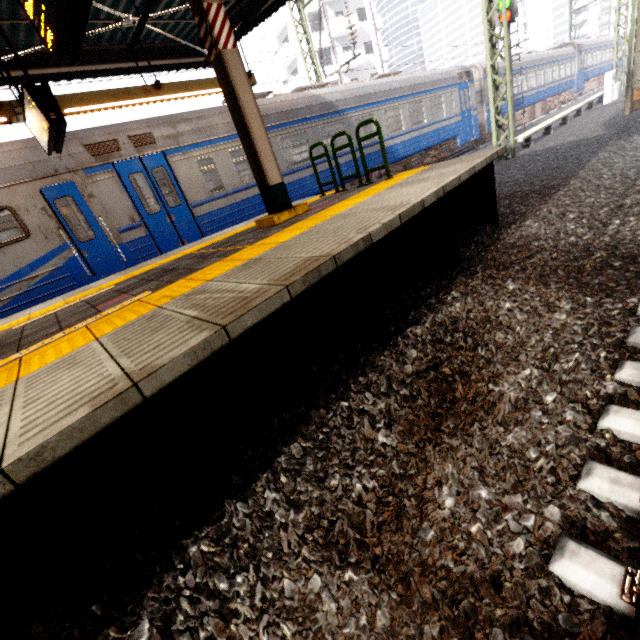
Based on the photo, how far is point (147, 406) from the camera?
1.7m

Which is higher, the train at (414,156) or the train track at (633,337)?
the train at (414,156)

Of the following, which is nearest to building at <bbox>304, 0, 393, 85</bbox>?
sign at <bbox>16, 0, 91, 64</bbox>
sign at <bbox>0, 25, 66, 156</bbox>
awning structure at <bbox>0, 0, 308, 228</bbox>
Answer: awning structure at <bbox>0, 0, 308, 228</bbox>

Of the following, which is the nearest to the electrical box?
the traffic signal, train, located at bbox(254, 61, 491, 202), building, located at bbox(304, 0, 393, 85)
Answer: the traffic signal

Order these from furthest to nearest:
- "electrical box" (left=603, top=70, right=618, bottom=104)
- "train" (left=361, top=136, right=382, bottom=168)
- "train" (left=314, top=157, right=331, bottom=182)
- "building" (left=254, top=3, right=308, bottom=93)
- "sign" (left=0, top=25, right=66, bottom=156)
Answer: "building" (left=254, top=3, right=308, bottom=93), "electrical box" (left=603, top=70, right=618, bottom=104), "train" (left=361, top=136, right=382, bottom=168), "train" (left=314, top=157, right=331, bottom=182), "sign" (left=0, top=25, right=66, bottom=156)

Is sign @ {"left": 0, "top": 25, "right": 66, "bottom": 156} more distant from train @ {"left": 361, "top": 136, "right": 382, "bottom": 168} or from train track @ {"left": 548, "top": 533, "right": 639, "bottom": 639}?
train track @ {"left": 548, "top": 533, "right": 639, "bottom": 639}

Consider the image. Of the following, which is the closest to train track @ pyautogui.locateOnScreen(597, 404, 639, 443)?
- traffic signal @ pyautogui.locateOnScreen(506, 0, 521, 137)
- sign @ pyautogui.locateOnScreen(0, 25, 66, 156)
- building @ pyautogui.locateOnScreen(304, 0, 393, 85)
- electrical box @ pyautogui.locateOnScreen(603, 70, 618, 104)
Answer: sign @ pyautogui.locateOnScreen(0, 25, 66, 156)

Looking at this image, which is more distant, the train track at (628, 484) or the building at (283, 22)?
the building at (283, 22)
